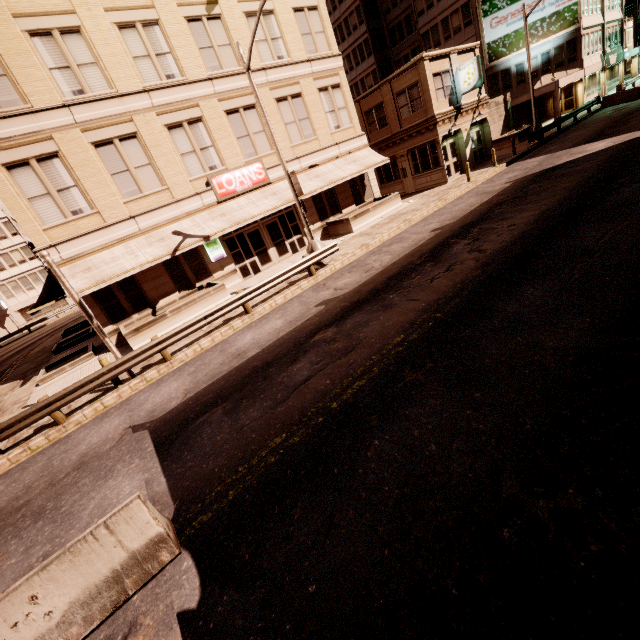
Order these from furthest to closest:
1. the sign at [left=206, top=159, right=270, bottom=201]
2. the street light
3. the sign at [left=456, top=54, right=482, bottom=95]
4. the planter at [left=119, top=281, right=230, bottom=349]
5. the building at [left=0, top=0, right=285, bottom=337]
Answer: the sign at [left=456, top=54, right=482, bottom=95] < the sign at [left=206, top=159, right=270, bottom=201] < the planter at [left=119, top=281, right=230, bottom=349] < the building at [left=0, top=0, right=285, bottom=337] < the street light

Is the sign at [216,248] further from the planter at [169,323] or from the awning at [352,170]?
the planter at [169,323]

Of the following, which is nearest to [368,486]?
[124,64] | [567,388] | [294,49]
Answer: [567,388]

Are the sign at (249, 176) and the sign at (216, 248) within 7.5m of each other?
yes

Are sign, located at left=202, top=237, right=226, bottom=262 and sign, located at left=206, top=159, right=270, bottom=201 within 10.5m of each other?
yes

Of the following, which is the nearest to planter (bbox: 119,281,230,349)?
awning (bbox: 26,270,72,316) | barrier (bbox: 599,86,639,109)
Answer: awning (bbox: 26,270,72,316)

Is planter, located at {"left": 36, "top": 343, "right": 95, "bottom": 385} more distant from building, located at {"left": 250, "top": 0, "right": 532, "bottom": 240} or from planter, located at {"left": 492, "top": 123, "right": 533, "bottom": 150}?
planter, located at {"left": 492, "top": 123, "right": 533, "bottom": 150}

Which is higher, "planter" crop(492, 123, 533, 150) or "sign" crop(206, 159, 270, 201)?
"sign" crop(206, 159, 270, 201)
